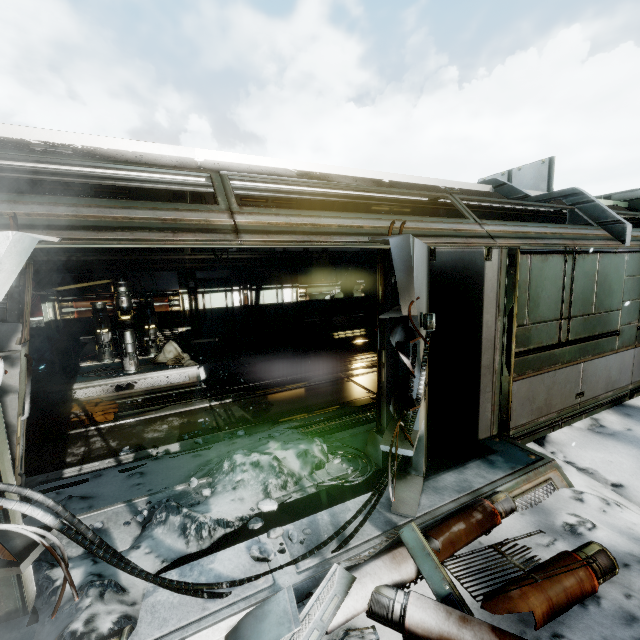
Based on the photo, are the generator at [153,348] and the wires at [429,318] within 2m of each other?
no

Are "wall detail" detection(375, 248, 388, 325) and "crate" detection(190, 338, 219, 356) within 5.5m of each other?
no

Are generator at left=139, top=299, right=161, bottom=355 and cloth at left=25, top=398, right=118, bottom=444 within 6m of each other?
yes

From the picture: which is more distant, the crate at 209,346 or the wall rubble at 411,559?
the crate at 209,346

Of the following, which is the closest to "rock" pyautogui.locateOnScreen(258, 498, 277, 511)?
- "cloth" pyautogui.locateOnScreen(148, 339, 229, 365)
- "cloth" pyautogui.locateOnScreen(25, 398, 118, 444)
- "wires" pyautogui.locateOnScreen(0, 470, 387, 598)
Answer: "wires" pyautogui.locateOnScreen(0, 470, 387, 598)

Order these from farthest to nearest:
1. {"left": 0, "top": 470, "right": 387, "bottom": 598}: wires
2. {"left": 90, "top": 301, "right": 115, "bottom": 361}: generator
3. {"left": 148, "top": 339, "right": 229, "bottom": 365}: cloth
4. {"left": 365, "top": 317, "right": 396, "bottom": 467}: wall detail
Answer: {"left": 148, "top": 339, "right": 229, "bottom": 365}: cloth, {"left": 90, "top": 301, "right": 115, "bottom": 361}: generator, {"left": 365, "top": 317, "right": 396, "bottom": 467}: wall detail, {"left": 0, "top": 470, "right": 387, "bottom": 598}: wires

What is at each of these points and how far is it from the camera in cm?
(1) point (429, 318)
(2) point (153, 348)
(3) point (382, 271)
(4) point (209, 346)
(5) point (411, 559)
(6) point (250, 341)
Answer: (1) wires, 282
(2) generator, 866
(3) wall detail, 373
(4) crate, 974
(5) wall rubble, 274
(6) wall detail, 1097

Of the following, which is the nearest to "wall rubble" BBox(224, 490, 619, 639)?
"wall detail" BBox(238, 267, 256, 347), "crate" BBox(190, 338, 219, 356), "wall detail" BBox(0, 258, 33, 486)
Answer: "wall detail" BBox(0, 258, 33, 486)
